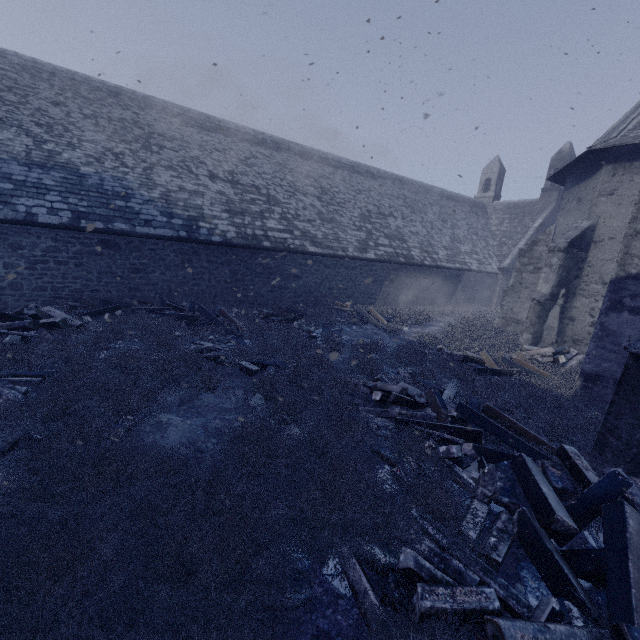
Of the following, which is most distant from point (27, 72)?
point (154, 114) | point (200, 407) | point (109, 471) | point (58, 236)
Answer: point (109, 471)

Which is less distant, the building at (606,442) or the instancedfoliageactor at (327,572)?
the instancedfoliageactor at (327,572)

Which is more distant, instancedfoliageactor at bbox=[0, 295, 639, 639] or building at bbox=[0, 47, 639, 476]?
building at bbox=[0, 47, 639, 476]

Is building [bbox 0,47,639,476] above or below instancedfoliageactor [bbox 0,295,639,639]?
above

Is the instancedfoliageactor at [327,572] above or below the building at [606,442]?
below
